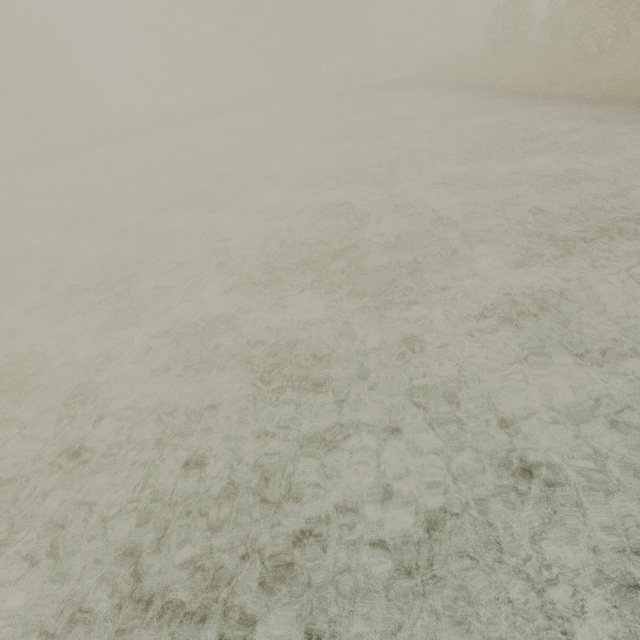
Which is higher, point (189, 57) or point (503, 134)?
point (189, 57)
